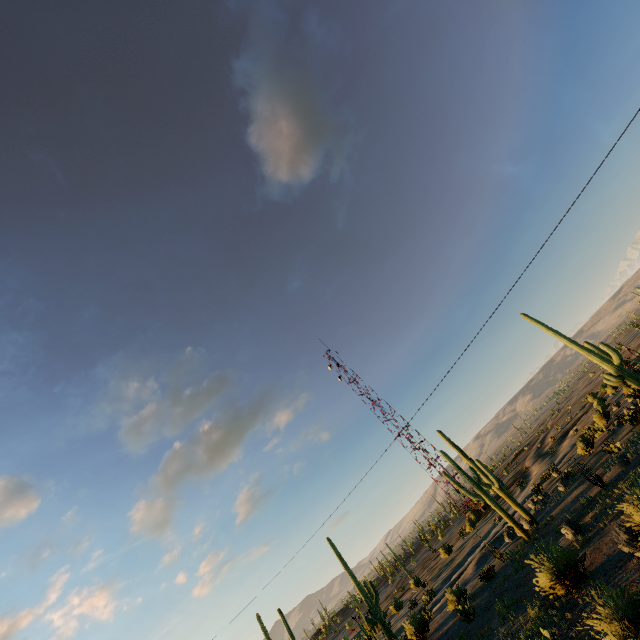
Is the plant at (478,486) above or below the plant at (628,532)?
below

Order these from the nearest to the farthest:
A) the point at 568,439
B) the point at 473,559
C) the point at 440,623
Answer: the point at 440,623 < the point at 473,559 < the point at 568,439

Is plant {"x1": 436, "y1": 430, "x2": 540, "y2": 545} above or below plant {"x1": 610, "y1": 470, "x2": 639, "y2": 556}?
below

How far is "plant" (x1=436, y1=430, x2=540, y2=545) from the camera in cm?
Result: 2421

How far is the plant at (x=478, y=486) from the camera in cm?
2421

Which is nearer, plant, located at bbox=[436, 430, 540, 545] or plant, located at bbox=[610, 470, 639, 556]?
plant, located at bbox=[610, 470, 639, 556]
